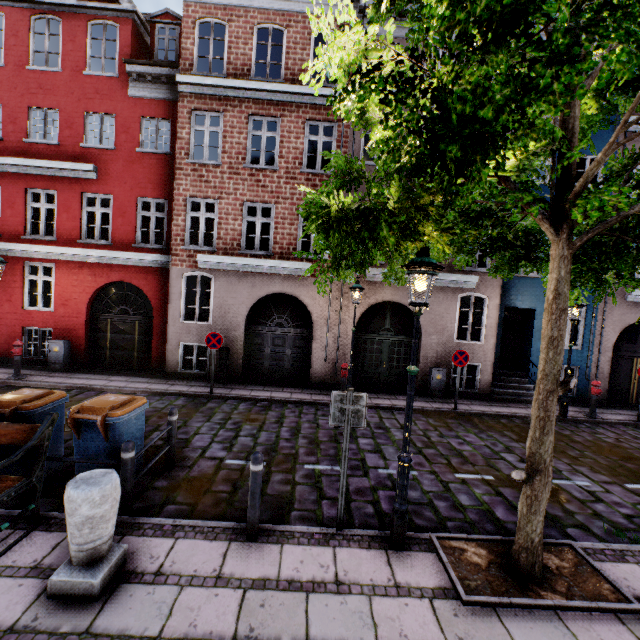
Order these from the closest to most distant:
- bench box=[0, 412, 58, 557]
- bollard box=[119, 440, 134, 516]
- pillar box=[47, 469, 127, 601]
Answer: pillar box=[47, 469, 127, 601]
bench box=[0, 412, 58, 557]
bollard box=[119, 440, 134, 516]

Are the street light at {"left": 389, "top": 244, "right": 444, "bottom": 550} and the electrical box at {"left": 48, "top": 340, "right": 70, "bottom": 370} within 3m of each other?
no

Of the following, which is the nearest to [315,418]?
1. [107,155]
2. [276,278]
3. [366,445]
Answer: [366,445]

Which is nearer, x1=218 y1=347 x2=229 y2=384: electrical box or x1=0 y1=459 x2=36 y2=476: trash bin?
x1=0 y1=459 x2=36 y2=476: trash bin

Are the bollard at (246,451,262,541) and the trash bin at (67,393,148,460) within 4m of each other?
yes

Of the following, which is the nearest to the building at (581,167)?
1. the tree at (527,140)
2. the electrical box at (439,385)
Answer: the electrical box at (439,385)

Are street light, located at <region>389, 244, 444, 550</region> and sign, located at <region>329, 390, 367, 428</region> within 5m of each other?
yes

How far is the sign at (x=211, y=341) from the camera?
10.01m
